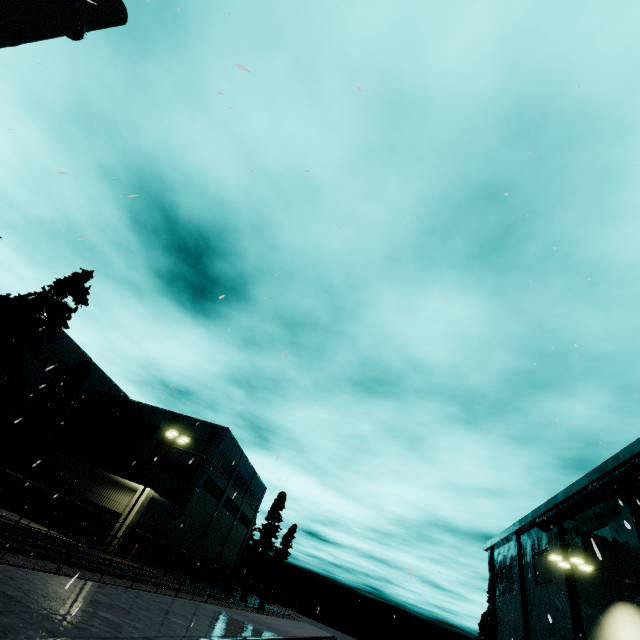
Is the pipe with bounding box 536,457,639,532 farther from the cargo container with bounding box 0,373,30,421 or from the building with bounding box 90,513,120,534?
the building with bounding box 90,513,120,534

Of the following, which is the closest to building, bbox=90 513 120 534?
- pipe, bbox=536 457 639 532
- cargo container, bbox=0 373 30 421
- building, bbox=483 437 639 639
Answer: cargo container, bbox=0 373 30 421

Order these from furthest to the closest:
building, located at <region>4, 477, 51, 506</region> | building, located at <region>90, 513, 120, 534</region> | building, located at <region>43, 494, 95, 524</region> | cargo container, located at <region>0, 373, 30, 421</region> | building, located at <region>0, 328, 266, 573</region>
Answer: building, located at <region>0, 328, 266, 573</region> < building, located at <region>4, 477, 51, 506</region> < building, located at <region>43, 494, 95, 524</region> < building, located at <region>90, 513, 120, 534</region> < cargo container, located at <region>0, 373, 30, 421</region>

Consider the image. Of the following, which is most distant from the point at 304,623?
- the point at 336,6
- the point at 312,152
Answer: the point at 336,6

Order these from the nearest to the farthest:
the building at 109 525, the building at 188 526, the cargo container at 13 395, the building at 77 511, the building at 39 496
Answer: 1. the cargo container at 13 395
2. the building at 109 525
3. the building at 77 511
4. the building at 39 496
5. the building at 188 526

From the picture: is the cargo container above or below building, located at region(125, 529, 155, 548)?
above

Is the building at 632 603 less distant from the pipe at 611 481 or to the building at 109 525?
the pipe at 611 481

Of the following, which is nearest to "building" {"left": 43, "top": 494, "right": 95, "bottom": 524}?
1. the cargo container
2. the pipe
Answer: the cargo container
